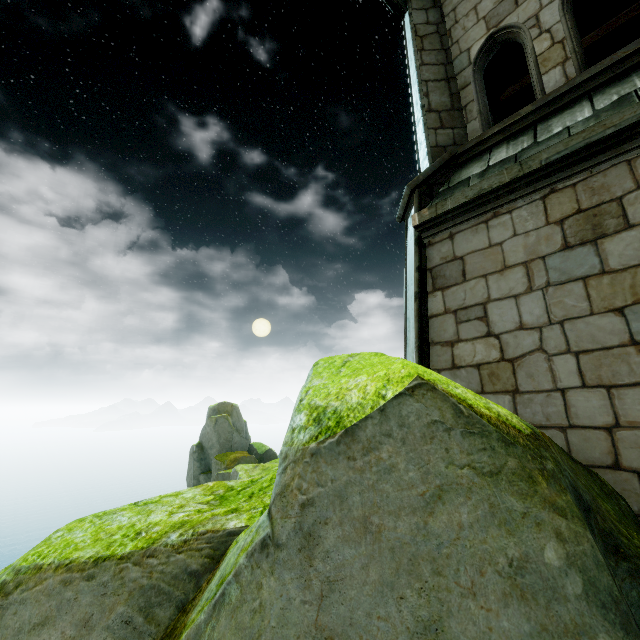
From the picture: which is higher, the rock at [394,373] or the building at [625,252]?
the building at [625,252]

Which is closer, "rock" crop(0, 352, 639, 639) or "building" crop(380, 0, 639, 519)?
"rock" crop(0, 352, 639, 639)

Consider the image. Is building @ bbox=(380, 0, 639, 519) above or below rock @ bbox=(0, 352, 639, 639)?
above

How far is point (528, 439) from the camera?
1.7m

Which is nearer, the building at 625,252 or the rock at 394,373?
the rock at 394,373
